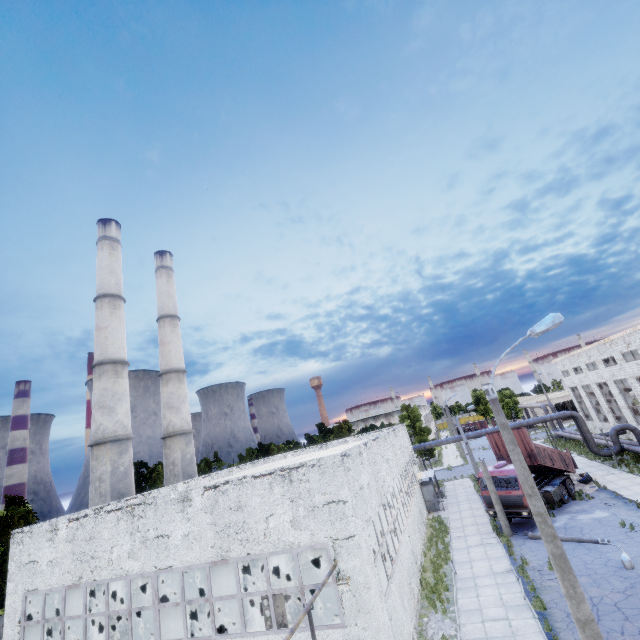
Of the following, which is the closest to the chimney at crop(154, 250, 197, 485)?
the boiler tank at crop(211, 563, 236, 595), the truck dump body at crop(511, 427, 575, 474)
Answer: the boiler tank at crop(211, 563, 236, 595)

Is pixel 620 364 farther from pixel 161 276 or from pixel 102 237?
pixel 102 237

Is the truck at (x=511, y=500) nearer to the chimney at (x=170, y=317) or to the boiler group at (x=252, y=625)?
the boiler group at (x=252, y=625)

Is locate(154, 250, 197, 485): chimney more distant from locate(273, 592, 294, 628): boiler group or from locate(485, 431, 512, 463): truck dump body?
locate(485, 431, 512, 463): truck dump body

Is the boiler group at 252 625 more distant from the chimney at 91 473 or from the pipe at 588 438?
the pipe at 588 438

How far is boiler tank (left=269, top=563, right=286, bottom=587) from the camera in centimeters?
1657cm

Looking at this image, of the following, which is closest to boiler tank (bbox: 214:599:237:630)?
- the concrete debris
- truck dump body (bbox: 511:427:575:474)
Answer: the concrete debris
